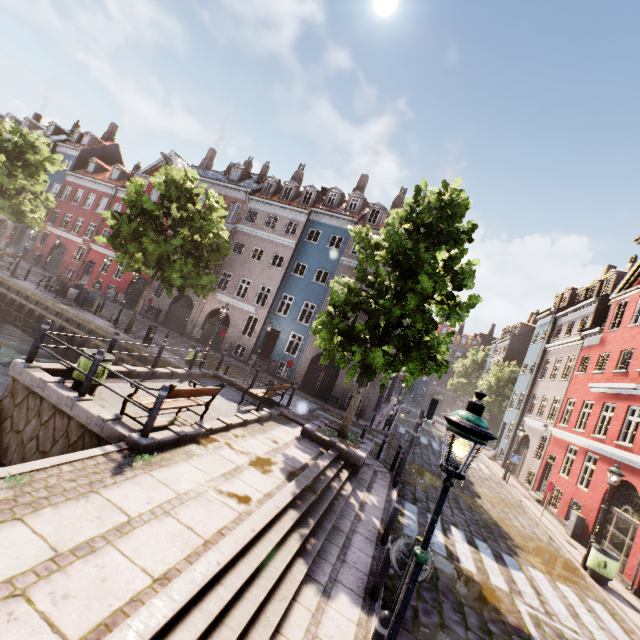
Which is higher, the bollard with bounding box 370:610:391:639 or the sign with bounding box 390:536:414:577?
the sign with bounding box 390:536:414:577

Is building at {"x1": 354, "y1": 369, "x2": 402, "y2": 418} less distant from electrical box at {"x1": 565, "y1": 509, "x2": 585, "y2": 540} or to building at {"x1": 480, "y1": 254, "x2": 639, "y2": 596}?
building at {"x1": 480, "y1": 254, "x2": 639, "y2": 596}

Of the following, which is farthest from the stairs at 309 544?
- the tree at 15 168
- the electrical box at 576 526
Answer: the electrical box at 576 526

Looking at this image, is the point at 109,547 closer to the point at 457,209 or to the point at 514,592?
the point at 514,592

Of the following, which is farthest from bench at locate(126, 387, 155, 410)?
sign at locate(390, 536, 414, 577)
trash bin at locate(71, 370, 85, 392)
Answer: sign at locate(390, 536, 414, 577)

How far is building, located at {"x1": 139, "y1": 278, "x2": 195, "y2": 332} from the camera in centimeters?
2823cm

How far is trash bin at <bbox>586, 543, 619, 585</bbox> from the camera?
10.4 meters

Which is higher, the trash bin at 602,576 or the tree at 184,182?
the tree at 184,182
